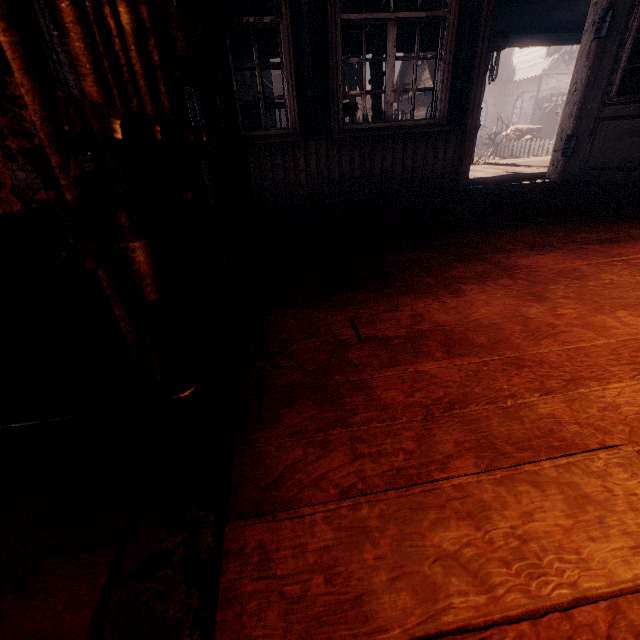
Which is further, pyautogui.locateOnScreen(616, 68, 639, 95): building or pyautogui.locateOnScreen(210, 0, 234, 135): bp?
pyautogui.locateOnScreen(616, 68, 639, 95): building

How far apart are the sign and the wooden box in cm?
365

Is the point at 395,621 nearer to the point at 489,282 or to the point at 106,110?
the point at 106,110

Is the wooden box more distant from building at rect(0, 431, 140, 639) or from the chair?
the chair

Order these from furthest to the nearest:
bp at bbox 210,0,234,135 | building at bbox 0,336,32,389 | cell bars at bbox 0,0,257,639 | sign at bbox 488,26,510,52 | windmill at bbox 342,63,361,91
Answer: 1. windmill at bbox 342,63,361,91
2. sign at bbox 488,26,510,52
3. bp at bbox 210,0,234,135
4. building at bbox 0,336,32,389
5. cell bars at bbox 0,0,257,639

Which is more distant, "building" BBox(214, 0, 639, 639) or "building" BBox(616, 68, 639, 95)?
"building" BBox(616, 68, 639, 95)

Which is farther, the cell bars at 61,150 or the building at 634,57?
the building at 634,57

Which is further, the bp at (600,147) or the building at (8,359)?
the bp at (600,147)
